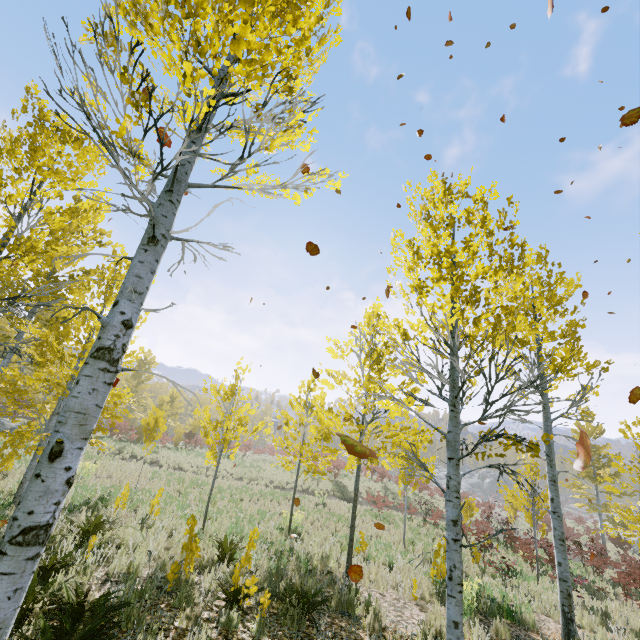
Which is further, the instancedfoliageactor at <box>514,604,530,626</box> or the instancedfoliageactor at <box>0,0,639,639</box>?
the instancedfoliageactor at <box>514,604,530,626</box>

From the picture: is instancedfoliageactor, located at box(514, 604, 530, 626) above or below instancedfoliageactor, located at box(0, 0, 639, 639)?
below

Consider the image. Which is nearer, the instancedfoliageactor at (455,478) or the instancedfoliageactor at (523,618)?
the instancedfoliageactor at (455,478)

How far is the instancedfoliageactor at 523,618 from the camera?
7.3 meters

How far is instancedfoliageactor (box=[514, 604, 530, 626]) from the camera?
7.30m

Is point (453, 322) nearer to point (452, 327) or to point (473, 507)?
point (452, 327)
